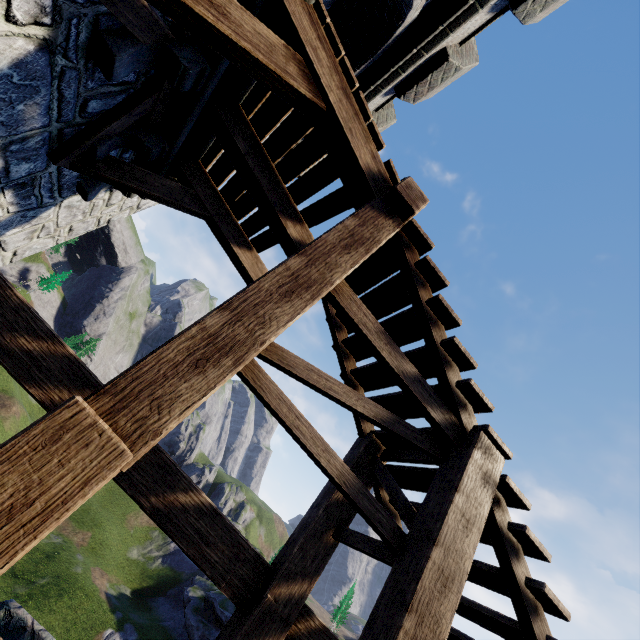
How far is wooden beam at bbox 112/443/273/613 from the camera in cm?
256

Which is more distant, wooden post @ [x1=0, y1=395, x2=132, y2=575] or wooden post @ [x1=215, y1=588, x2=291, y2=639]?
wooden post @ [x1=215, y1=588, x2=291, y2=639]

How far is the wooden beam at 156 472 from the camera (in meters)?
2.56

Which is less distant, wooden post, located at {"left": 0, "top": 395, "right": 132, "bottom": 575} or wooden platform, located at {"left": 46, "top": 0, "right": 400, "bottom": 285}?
wooden post, located at {"left": 0, "top": 395, "right": 132, "bottom": 575}

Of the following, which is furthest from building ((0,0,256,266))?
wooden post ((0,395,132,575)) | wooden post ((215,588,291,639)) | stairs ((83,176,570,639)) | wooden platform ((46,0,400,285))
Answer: wooden post ((215,588,291,639))

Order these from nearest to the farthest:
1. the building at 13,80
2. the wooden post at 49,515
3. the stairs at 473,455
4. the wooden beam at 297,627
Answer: the wooden post at 49,515 < the stairs at 473,455 < the building at 13,80 < the wooden beam at 297,627

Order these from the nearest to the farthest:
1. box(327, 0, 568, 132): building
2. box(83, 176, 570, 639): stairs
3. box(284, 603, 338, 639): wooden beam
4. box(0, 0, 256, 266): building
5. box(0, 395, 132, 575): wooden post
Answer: box(0, 395, 132, 575): wooden post < box(83, 176, 570, 639): stairs < box(0, 0, 256, 266): building < box(284, 603, 338, 639): wooden beam < box(327, 0, 568, 132): building

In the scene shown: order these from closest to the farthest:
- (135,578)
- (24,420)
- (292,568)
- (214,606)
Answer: (292,568), (214,606), (135,578), (24,420)
